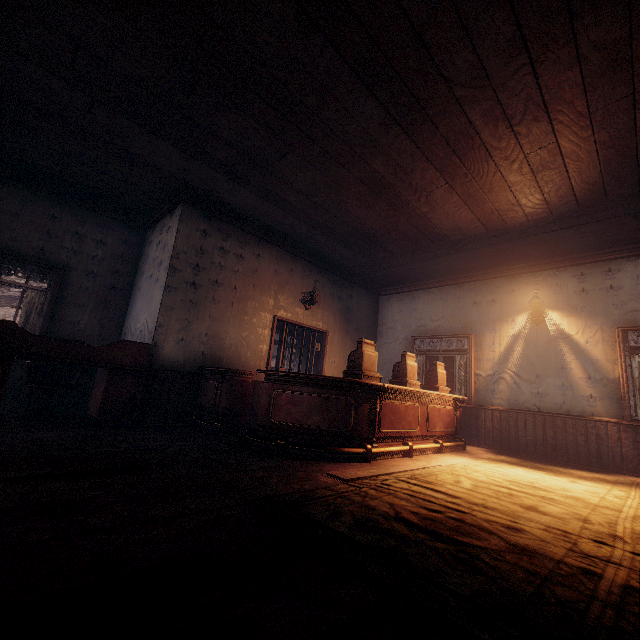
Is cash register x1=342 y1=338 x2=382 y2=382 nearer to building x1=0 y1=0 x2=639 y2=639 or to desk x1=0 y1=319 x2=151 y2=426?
building x1=0 y1=0 x2=639 y2=639

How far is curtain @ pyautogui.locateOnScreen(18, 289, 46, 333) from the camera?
5.46m

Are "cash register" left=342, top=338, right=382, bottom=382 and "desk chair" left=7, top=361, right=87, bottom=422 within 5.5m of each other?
yes

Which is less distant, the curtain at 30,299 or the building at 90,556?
the building at 90,556

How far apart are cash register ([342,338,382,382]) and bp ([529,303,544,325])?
3.88m

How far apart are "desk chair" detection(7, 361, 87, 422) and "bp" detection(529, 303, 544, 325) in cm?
811

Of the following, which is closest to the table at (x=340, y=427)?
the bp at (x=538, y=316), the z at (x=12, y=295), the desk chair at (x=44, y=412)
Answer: the z at (x=12, y=295)

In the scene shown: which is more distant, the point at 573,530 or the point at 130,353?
the point at 130,353
